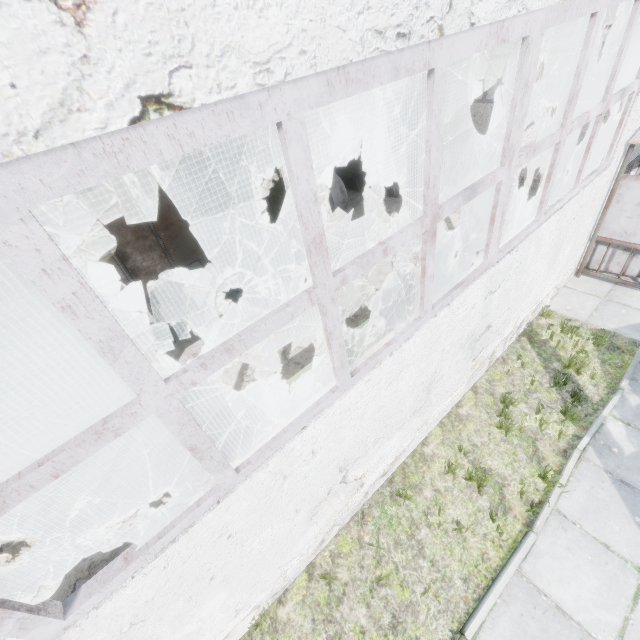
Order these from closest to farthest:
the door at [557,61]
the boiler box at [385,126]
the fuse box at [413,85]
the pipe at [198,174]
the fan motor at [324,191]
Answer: the pipe at [198,174]
the fan motor at [324,191]
the boiler box at [385,126]
the door at [557,61]
the fuse box at [413,85]

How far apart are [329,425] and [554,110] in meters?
12.4

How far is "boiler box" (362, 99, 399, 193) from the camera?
12.0m

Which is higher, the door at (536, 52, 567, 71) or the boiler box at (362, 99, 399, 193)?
the boiler box at (362, 99, 399, 193)

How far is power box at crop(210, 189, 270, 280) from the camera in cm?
859

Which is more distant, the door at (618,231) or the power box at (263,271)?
the power box at (263,271)

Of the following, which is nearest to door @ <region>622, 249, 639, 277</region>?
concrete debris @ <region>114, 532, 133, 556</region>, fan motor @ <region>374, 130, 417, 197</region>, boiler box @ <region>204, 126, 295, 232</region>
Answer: fan motor @ <region>374, 130, 417, 197</region>

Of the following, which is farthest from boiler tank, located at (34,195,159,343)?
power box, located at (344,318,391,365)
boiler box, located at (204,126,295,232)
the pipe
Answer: the pipe
